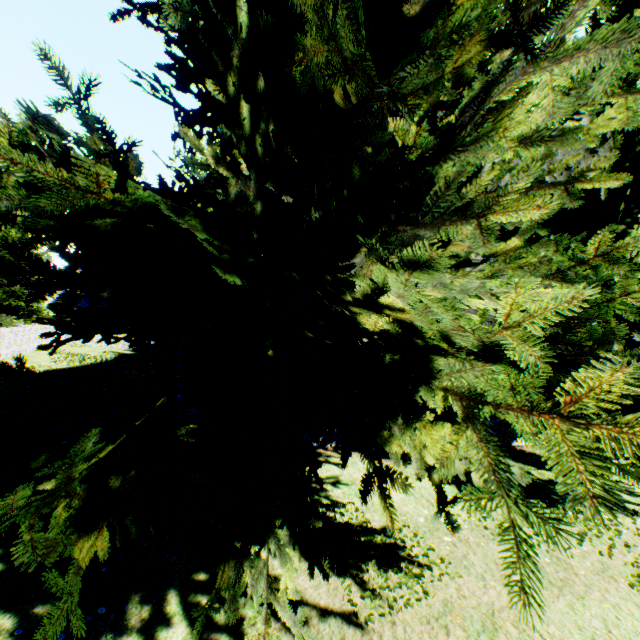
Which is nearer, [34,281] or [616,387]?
[616,387]

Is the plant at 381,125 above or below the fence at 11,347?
above

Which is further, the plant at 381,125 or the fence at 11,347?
the fence at 11,347

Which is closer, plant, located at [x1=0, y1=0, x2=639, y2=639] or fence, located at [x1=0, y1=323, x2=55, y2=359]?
plant, located at [x1=0, y1=0, x2=639, y2=639]

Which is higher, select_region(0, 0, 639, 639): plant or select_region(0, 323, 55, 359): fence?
select_region(0, 0, 639, 639): plant
